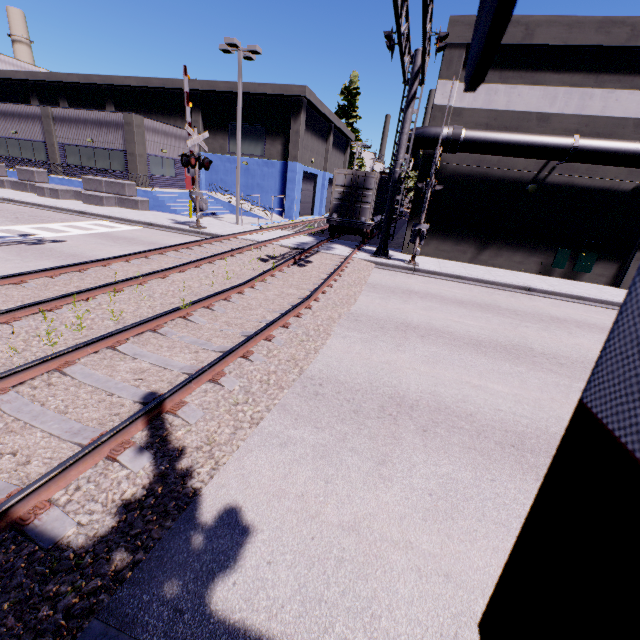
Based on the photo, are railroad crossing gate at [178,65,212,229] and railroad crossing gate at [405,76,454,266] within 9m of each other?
no

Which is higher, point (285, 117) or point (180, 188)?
point (285, 117)

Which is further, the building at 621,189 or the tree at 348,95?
the tree at 348,95

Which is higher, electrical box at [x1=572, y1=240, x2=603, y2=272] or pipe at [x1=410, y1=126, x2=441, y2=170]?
pipe at [x1=410, y1=126, x2=441, y2=170]

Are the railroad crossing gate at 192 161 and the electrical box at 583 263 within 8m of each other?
no

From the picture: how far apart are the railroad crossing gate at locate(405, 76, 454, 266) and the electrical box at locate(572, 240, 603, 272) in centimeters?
727cm

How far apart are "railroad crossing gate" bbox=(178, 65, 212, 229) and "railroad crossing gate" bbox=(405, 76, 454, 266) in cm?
1066
